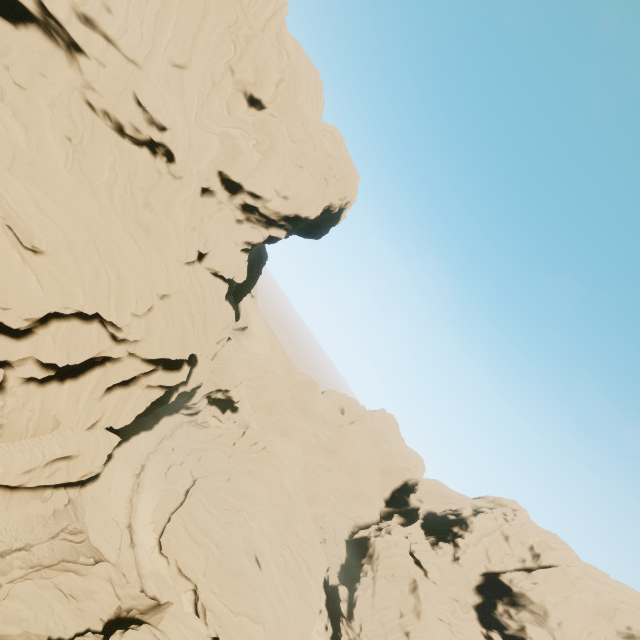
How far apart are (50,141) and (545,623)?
82.10m

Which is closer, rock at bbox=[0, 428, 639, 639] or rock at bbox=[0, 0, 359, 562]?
rock at bbox=[0, 428, 639, 639]

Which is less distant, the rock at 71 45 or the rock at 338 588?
the rock at 338 588
